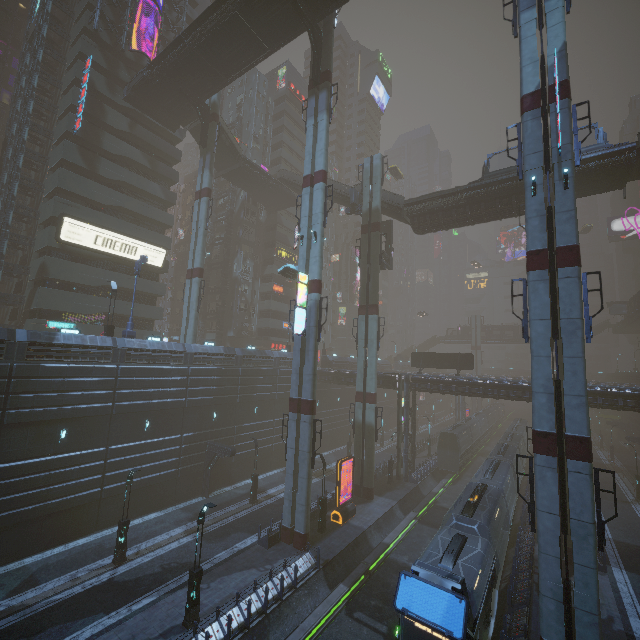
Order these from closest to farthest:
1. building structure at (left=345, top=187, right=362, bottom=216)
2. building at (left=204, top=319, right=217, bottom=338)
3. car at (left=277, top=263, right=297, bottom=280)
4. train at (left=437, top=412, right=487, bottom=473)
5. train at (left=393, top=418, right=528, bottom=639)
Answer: train at (left=393, top=418, right=528, bottom=639)
car at (left=277, top=263, right=297, bottom=280)
building structure at (left=345, top=187, right=362, bottom=216)
train at (left=437, top=412, right=487, bottom=473)
building at (left=204, top=319, right=217, bottom=338)

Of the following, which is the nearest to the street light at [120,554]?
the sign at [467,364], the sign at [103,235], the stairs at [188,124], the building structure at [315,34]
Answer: the sign at [103,235]

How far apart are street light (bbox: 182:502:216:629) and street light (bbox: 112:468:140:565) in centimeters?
668cm

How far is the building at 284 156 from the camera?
52.72m

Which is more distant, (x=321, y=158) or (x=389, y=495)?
(x=389, y=495)

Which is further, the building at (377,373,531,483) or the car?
the car

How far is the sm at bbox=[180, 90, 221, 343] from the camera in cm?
3325

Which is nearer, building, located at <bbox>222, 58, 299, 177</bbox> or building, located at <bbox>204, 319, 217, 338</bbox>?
building, located at <bbox>204, 319, 217, 338</bbox>
